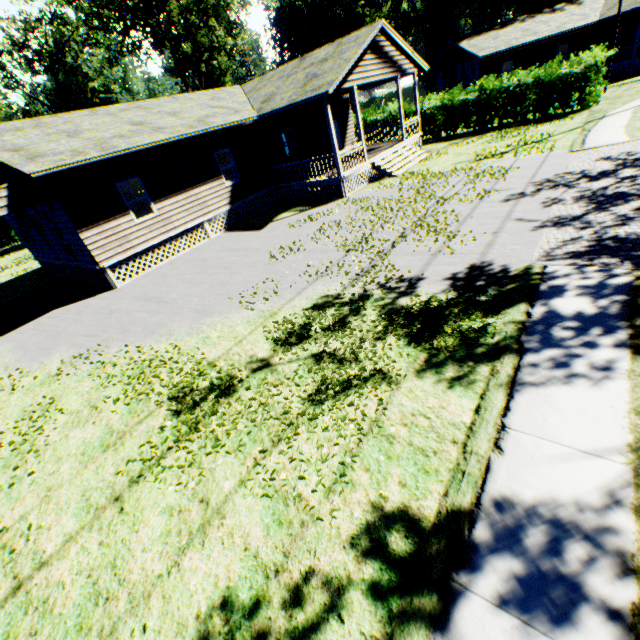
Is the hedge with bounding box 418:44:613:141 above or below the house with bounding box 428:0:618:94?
below

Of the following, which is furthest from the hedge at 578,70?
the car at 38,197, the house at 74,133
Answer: the car at 38,197

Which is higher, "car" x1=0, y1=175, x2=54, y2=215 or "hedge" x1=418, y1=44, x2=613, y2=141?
"car" x1=0, y1=175, x2=54, y2=215

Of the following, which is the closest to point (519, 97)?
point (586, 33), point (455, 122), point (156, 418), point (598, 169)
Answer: point (455, 122)

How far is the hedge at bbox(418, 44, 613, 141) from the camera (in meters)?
18.75

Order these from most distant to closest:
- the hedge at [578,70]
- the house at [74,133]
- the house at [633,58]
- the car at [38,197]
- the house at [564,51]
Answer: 1. the house at [564,51]
2. the house at [633,58]
3. the hedge at [578,70]
4. the house at [74,133]
5. the car at [38,197]

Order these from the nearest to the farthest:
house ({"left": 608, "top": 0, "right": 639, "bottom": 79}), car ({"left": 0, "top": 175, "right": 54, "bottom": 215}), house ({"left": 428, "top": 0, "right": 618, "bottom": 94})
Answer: car ({"left": 0, "top": 175, "right": 54, "bottom": 215})
house ({"left": 608, "top": 0, "right": 639, "bottom": 79})
house ({"left": 428, "top": 0, "right": 618, "bottom": 94})

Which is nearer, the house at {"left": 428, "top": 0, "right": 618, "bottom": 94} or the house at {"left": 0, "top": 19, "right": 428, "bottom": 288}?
the house at {"left": 0, "top": 19, "right": 428, "bottom": 288}
